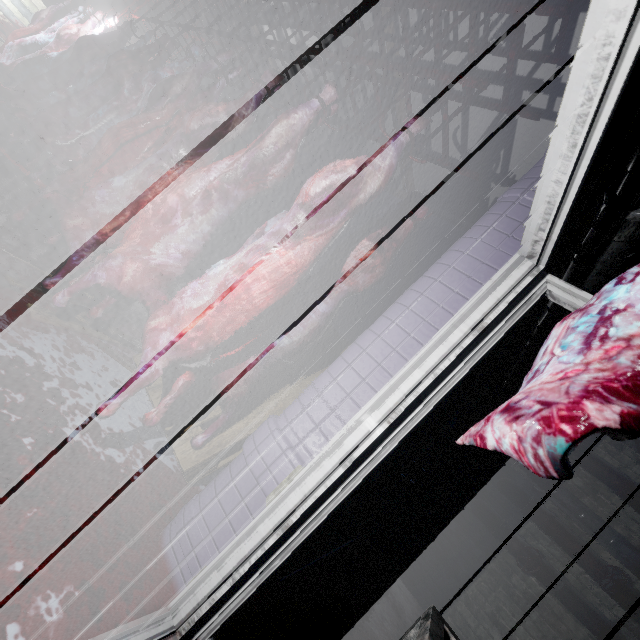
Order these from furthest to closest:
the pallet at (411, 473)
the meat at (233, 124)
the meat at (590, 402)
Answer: the pallet at (411, 473) → the meat at (233, 124) → the meat at (590, 402)

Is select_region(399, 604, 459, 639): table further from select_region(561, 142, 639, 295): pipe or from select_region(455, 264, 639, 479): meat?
select_region(561, 142, 639, 295): pipe

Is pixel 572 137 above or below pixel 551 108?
below

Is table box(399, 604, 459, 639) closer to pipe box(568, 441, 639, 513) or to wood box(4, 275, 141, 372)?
pipe box(568, 441, 639, 513)

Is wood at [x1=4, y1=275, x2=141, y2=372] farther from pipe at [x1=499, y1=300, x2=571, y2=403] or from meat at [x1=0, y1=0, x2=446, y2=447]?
pipe at [x1=499, y1=300, x2=571, y2=403]

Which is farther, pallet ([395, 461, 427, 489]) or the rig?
pallet ([395, 461, 427, 489])

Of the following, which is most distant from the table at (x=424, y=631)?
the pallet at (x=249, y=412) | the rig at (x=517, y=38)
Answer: the rig at (x=517, y=38)

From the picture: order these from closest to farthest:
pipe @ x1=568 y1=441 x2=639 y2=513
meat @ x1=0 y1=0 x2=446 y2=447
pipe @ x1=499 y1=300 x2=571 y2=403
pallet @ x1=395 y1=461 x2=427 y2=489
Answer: meat @ x1=0 y1=0 x2=446 y2=447
pipe @ x1=499 y1=300 x2=571 y2=403
pallet @ x1=395 y1=461 x2=427 y2=489
pipe @ x1=568 y1=441 x2=639 y2=513
